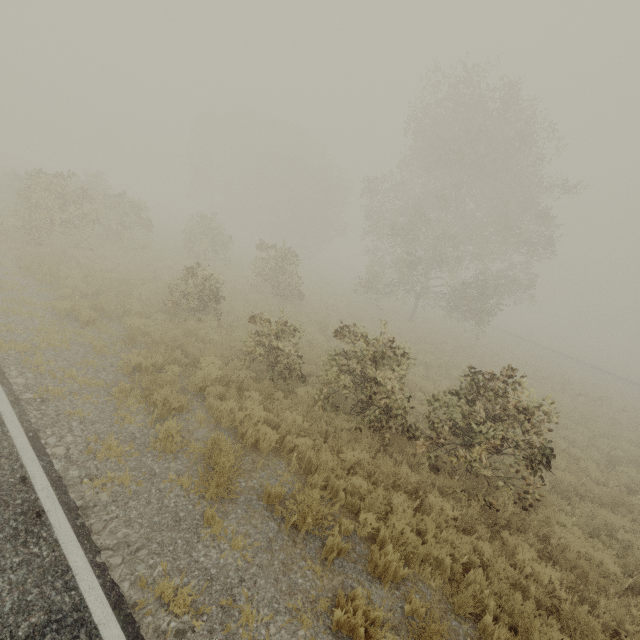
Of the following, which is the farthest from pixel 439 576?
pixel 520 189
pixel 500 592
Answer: Answer: pixel 520 189
